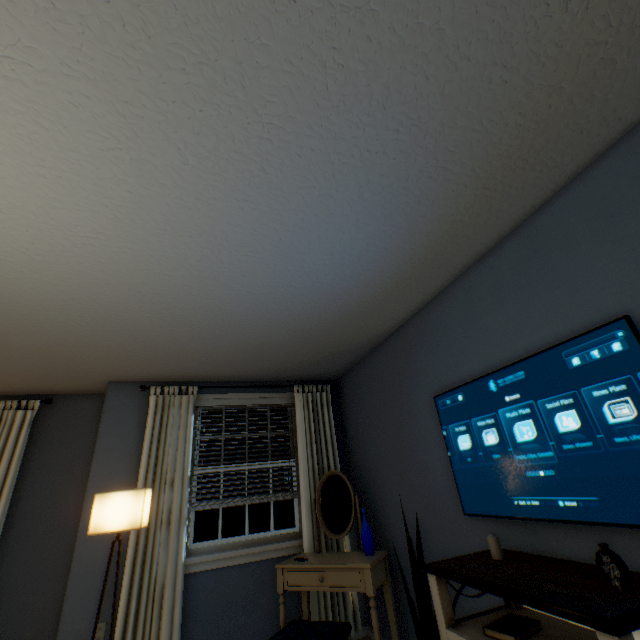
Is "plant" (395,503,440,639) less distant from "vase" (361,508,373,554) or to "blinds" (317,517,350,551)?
"vase" (361,508,373,554)

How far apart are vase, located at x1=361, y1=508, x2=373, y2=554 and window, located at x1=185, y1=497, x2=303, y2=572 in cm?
78

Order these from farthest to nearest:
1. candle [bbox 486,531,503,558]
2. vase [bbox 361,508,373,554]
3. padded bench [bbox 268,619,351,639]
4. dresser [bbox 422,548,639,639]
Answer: vase [bbox 361,508,373,554] → padded bench [bbox 268,619,351,639] → candle [bbox 486,531,503,558] → dresser [bbox 422,548,639,639]

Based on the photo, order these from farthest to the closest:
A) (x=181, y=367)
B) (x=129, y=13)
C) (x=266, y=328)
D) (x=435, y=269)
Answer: (x=181, y=367) < (x=266, y=328) < (x=435, y=269) < (x=129, y=13)

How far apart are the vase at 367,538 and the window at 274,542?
0.8 meters

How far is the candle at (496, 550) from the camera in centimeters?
154cm

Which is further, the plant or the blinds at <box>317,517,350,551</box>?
the blinds at <box>317,517,350,551</box>

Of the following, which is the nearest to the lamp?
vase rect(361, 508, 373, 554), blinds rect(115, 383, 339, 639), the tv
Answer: blinds rect(115, 383, 339, 639)
